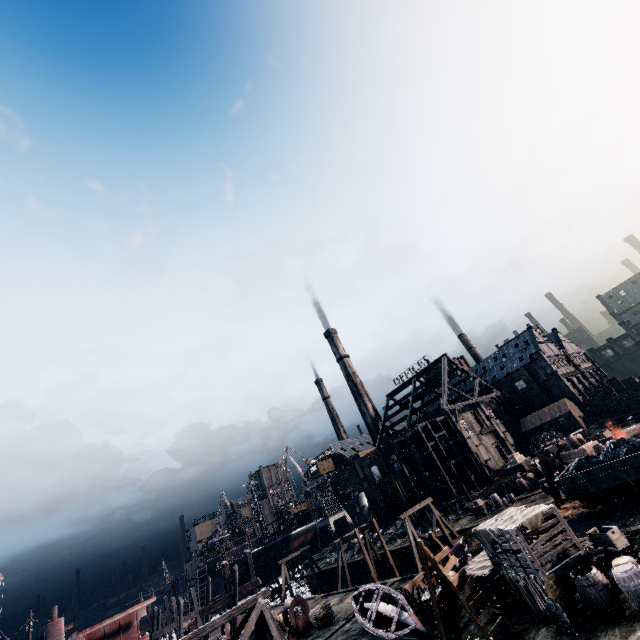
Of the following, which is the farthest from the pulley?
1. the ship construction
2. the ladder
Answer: the ladder

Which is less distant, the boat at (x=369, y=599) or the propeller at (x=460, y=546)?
the boat at (x=369, y=599)

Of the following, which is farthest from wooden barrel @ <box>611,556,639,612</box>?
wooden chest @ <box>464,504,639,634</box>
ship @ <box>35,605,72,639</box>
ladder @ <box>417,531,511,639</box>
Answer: ship @ <box>35,605,72,639</box>

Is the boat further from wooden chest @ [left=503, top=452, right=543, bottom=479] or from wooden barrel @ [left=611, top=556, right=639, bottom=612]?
wooden chest @ [left=503, top=452, right=543, bottom=479]

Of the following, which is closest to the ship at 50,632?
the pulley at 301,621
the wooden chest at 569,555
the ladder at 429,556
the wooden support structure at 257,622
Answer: the pulley at 301,621

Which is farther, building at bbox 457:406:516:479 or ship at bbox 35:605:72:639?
building at bbox 457:406:516:479

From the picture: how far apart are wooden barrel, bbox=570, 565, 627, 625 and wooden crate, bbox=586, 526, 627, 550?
1.81m

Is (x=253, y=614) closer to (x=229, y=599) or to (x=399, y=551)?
(x=229, y=599)
